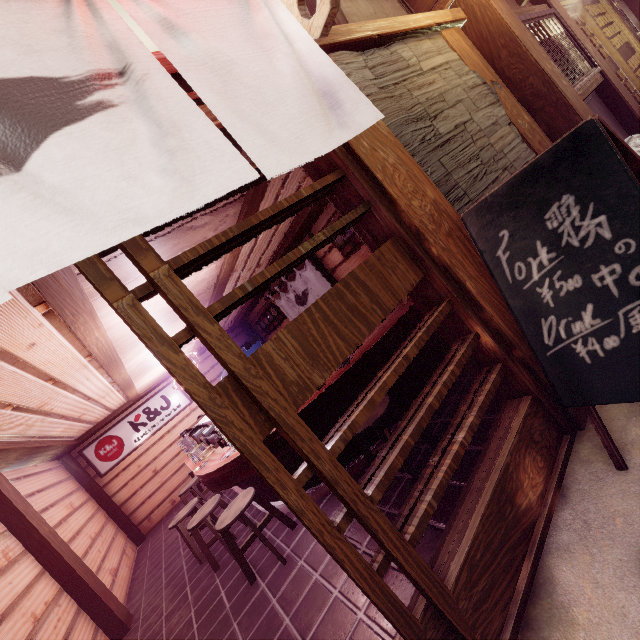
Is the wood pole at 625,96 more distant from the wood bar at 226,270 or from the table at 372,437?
the table at 372,437

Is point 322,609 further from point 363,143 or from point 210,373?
point 210,373

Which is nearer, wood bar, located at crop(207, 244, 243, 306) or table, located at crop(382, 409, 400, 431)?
table, located at crop(382, 409, 400, 431)

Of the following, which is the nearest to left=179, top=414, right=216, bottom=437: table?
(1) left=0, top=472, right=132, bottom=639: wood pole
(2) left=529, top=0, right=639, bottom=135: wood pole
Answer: (1) left=0, top=472, right=132, bottom=639: wood pole

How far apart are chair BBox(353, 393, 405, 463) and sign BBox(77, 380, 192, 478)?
14.2 meters

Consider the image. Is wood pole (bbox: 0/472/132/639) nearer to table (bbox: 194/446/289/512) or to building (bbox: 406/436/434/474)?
building (bbox: 406/436/434/474)

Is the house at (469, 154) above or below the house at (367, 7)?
below

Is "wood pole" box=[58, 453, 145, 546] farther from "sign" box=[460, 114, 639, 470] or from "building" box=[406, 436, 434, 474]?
"sign" box=[460, 114, 639, 470]
